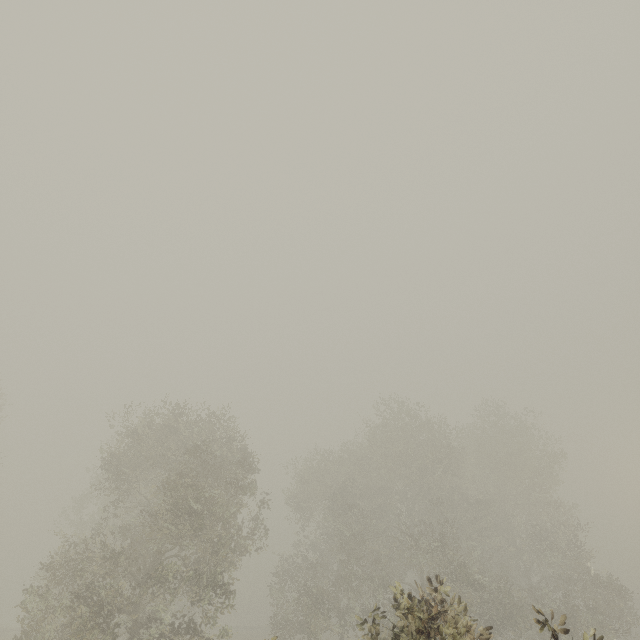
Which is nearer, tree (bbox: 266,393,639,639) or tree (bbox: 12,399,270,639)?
tree (bbox: 12,399,270,639)

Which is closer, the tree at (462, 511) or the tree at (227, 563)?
the tree at (227, 563)

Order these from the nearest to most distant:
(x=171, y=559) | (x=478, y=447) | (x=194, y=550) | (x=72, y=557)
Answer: (x=72, y=557)
(x=171, y=559)
(x=478, y=447)
(x=194, y=550)
